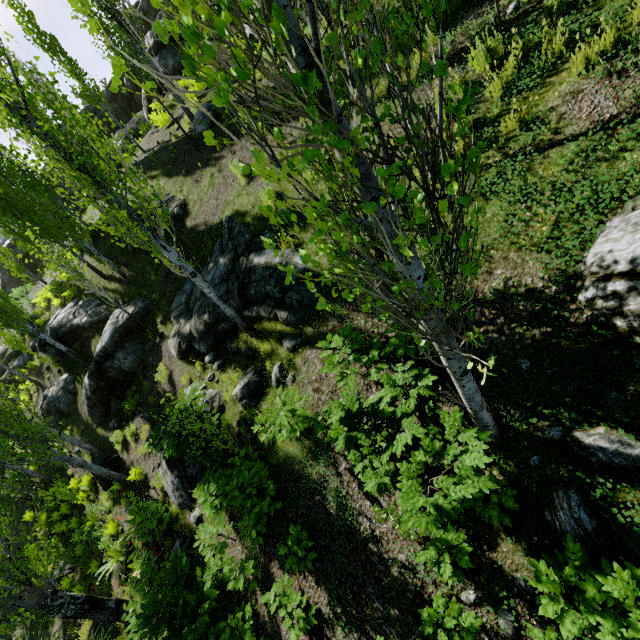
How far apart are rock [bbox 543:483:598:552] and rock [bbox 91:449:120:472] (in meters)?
14.70

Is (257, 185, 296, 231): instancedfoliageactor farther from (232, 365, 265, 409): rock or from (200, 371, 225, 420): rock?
(200, 371, 225, 420): rock

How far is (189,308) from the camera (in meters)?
10.52

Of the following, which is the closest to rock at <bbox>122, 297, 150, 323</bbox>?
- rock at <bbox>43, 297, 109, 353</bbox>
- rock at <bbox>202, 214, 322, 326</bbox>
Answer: rock at <bbox>202, 214, 322, 326</bbox>

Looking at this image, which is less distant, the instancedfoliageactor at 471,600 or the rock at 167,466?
the instancedfoliageactor at 471,600

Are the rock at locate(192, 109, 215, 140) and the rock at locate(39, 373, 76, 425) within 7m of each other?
no

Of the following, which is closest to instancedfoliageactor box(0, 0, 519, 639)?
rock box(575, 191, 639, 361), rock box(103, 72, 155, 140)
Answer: rock box(575, 191, 639, 361)

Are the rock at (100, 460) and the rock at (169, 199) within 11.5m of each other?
yes
